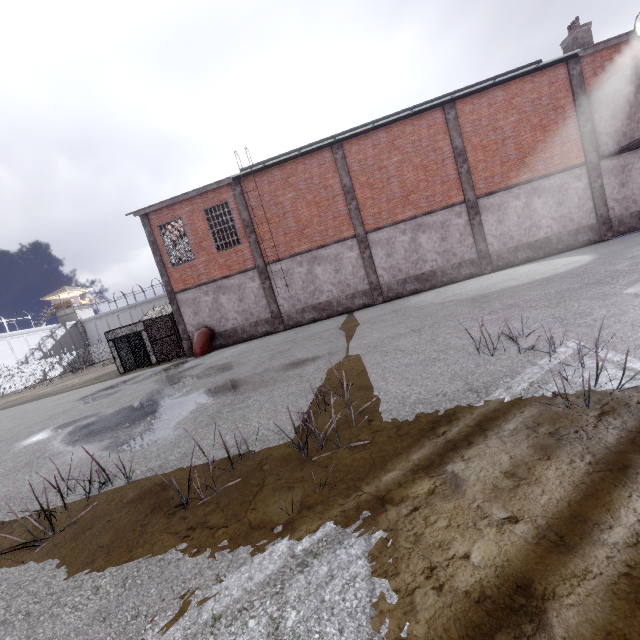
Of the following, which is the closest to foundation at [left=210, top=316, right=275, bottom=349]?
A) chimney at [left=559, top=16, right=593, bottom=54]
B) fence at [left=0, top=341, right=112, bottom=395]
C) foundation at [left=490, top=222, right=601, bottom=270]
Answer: foundation at [left=490, top=222, right=601, bottom=270]

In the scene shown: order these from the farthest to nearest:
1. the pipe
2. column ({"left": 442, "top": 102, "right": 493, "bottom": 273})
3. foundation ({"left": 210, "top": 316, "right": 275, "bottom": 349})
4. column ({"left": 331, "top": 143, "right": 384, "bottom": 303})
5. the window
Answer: foundation ({"left": 210, "top": 316, "right": 275, "bottom": 349}) < the pipe < column ({"left": 331, "top": 143, "right": 384, "bottom": 303}) < column ({"left": 442, "top": 102, "right": 493, "bottom": 273}) < the window

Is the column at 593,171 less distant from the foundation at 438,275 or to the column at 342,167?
the foundation at 438,275

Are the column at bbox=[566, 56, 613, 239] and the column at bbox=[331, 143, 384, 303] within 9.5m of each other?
no

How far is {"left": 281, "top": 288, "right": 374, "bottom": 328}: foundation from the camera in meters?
18.3 m

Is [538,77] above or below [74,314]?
below

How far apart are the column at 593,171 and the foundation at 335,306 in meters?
11.9 m

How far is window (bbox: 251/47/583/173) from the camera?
15.4m
